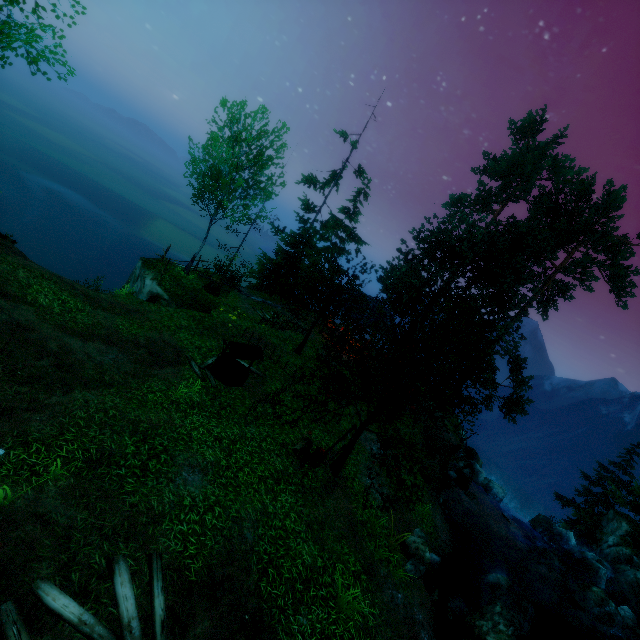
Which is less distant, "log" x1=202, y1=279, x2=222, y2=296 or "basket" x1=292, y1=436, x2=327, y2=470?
"basket" x1=292, y1=436, x2=327, y2=470

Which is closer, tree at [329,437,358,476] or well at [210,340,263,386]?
tree at [329,437,358,476]

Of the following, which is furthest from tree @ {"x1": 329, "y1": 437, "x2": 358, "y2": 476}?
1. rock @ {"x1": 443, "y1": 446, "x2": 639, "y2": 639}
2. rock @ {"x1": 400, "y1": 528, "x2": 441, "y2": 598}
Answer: rock @ {"x1": 443, "y1": 446, "x2": 639, "y2": 639}

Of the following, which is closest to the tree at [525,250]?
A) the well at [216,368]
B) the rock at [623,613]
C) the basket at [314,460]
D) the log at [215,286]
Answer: the basket at [314,460]

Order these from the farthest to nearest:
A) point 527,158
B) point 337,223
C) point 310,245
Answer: point 337,223 < point 527,158 < point 310,245

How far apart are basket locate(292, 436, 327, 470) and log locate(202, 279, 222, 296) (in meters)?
12.33

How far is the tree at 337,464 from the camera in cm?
1180

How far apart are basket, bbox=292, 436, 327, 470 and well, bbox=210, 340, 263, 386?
3.94m
